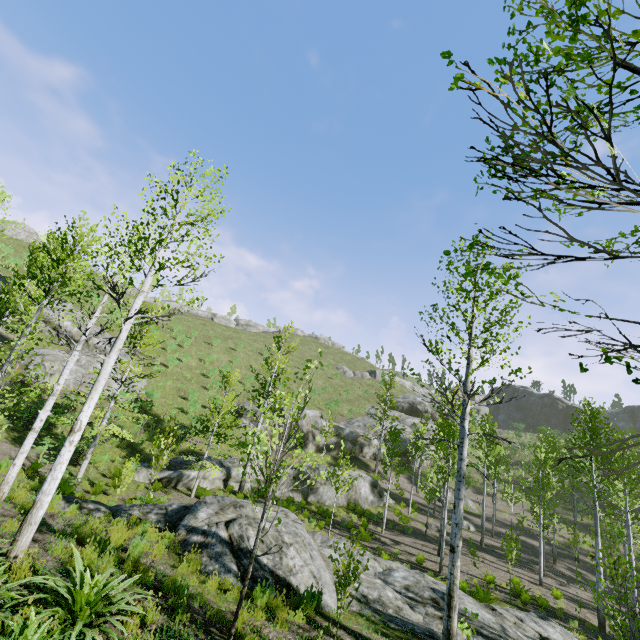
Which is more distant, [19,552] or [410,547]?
[410,547]

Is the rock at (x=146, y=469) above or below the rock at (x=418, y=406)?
below

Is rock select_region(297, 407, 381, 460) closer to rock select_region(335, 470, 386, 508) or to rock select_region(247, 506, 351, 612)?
rock select_region(335, 470, 386, 508)

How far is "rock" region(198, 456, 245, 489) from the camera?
19.98m

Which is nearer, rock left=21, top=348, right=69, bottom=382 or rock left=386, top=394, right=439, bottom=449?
rock left=21, top=348, right=69, bottom=382

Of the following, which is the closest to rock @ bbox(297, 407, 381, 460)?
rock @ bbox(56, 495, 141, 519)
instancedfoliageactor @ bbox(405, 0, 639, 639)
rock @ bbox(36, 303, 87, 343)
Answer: instancedfoliageactor @ bbox(405, 0, 639, 639)

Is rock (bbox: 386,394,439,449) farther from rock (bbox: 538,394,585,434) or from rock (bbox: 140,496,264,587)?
rock (bbox: 538,394,585,434)

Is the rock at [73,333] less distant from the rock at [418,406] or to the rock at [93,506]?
the rock at [418,406]
